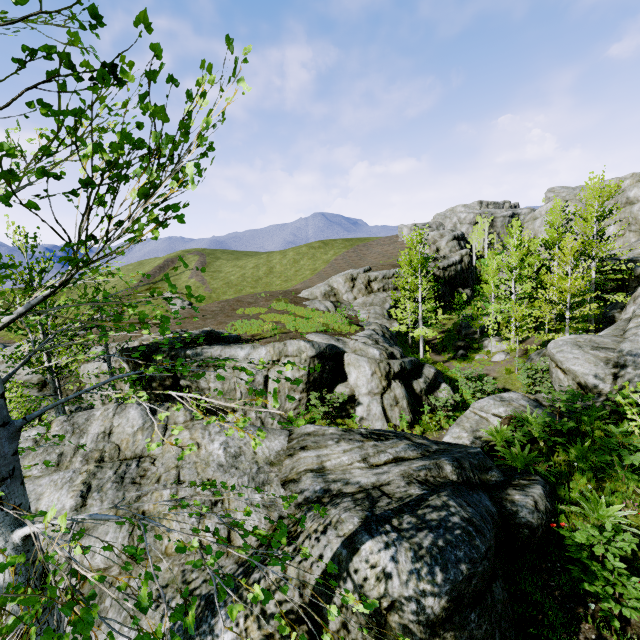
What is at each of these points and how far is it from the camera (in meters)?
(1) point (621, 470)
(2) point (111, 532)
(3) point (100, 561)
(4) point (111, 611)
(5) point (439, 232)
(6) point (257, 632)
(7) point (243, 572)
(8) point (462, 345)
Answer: (1) instancedfoliageactor, 7.18
(2) rock, 5.59
(3) rock, 5.32
(4) rock, 4.79
(5) rock, 56.59
(6) rock, 4.21
(7) rock, 4.96
(8) rock, 29.39

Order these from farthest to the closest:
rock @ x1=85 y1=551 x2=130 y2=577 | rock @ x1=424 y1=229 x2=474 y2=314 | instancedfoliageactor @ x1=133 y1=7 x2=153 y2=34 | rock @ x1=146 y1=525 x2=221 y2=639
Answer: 1. rock @ x1=424 y1=229 x2=474 y2=314
2. rock @ x1=85 y1=551 x2=130 y2=577
3. rock @ x1=146 y1=525 x2=221 y2=639
4. instancedfoliageactor @ x1=133 y1=7 x2=153 y2=34

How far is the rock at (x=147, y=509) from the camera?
5.58m

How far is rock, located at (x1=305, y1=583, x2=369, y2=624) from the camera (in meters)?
3.82

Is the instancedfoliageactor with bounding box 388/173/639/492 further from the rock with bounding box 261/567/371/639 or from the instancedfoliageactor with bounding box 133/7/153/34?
the instancedfoliageactor with bounding box 133/7/153/34

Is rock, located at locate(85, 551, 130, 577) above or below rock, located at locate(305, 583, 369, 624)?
below

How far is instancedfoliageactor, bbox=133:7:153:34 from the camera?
1.49m

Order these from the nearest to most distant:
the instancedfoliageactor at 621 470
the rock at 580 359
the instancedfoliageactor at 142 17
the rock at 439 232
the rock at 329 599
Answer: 1. the instancedfoliageactor at 142 17
2. the rock at 329 599
3. the instancedfoliageactor at 621 470
4. the rock at 580 359
5. the rock at 439 232
